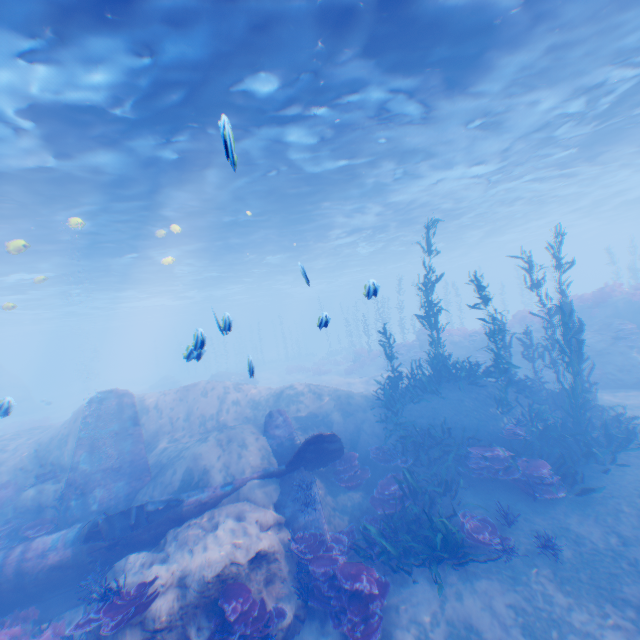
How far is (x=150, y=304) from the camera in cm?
5391

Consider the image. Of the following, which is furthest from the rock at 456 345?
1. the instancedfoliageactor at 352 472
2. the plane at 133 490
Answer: the plane at 133 490

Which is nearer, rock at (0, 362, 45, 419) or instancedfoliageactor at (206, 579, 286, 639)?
instancedfoliageactor at (206, 579, 286, 639)

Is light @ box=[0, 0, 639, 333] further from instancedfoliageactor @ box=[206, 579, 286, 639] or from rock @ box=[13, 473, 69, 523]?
instancedfoliageactor @ box=[206, 579, 286, 639]

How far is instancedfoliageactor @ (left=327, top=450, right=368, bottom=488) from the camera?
10.6 meters

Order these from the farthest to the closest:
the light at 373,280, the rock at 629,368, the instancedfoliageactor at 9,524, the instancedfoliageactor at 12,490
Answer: the rock at 629,368 < the instancedfoliageactor at 12,490 < the instancedfoliageactor at 9,524 < the light at 373,280

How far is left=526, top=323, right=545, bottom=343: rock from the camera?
19.1 meters
